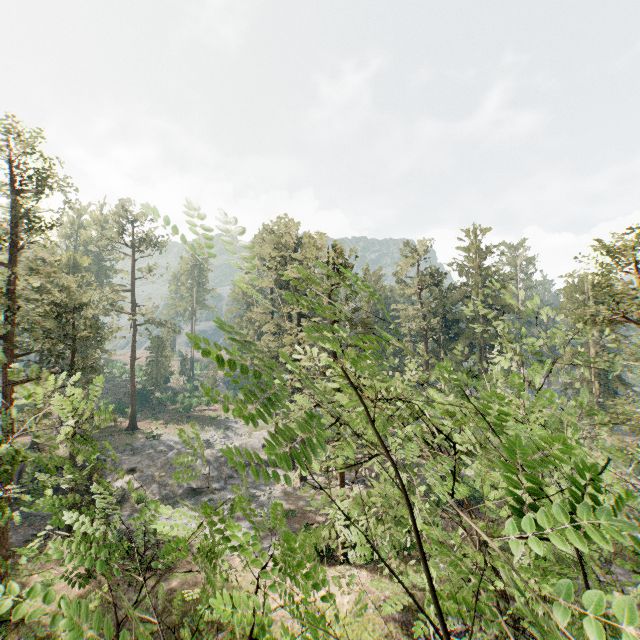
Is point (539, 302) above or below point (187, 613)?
above

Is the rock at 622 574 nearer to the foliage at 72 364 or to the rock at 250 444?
the foliage at 72 364

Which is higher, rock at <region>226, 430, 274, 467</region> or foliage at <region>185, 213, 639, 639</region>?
foliage at <region>185, 213, 639, 639</region>

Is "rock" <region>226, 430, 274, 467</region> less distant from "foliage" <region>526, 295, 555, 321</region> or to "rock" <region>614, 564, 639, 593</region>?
"foliage" <region>526, 295, 555, 321</region>

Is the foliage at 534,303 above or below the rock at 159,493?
above

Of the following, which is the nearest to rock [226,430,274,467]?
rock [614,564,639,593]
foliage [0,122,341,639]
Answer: foliage [0,122,341,639]

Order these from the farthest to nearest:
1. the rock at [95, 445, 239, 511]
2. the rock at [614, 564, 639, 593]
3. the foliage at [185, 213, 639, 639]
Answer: → the rock at [95, 445, 239, 511] → the rock at [614, 564, 639, 593] → the foliage at [185, 213, 639, 639]
